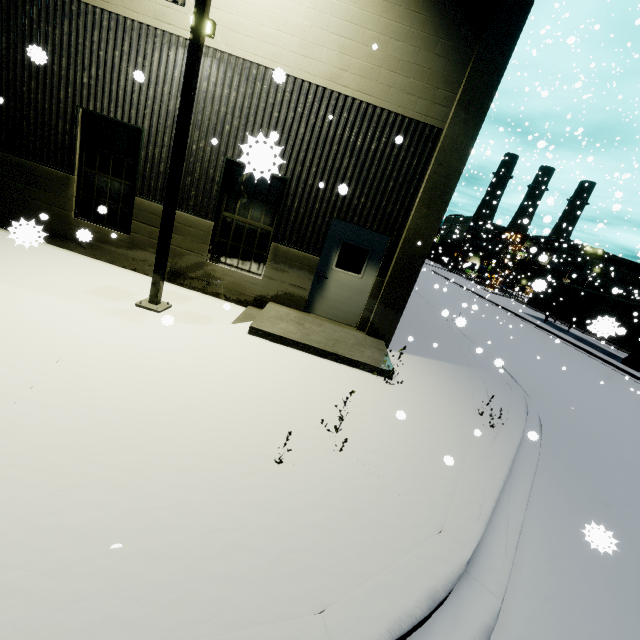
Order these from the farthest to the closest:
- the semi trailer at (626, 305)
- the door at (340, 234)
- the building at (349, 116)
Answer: the door at (340, 234) → the building at (349, 116) → the semi trailer at (626, 305)

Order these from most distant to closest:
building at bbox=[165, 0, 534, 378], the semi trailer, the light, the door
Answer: the door → building at bbox=[165, 0, 534, 378] → the light → the semi trailer

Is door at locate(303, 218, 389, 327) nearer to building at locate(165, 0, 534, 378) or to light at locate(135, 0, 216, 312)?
building at locate(165, 0, 534, 378)

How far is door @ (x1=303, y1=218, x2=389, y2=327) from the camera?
7.95m

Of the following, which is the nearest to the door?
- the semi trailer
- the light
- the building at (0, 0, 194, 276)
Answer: the building at (0, 0, 194, 276)

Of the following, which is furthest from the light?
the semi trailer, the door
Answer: the semi trailer

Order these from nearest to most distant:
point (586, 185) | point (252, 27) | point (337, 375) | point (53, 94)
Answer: point (337, 375) < point (252, 27) < point (53, 94) < point (586, 185)

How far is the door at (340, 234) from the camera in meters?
7.9
